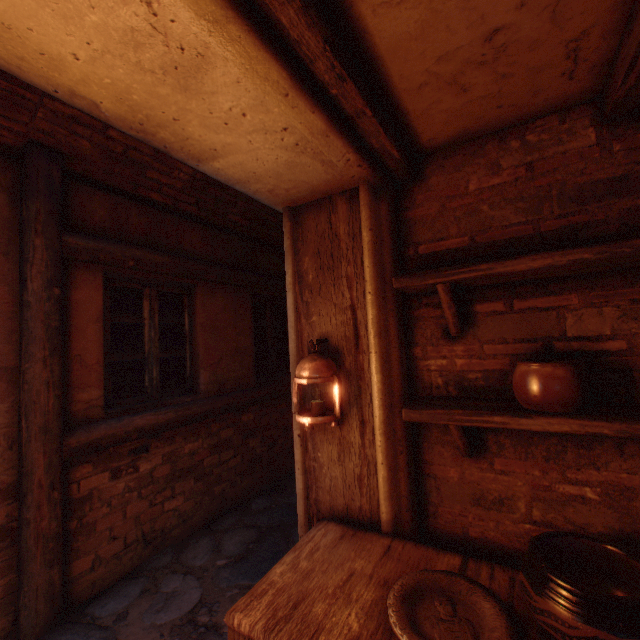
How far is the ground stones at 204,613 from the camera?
2.4 meters

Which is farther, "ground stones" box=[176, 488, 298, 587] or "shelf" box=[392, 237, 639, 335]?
"ground stones" box=[176, 488, 298, 587]

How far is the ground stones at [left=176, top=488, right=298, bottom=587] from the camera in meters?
2.8 m

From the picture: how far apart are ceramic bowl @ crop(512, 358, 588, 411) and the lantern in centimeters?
89cm

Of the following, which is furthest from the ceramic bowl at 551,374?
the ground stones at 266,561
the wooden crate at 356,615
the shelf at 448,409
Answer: the ground stones at 266,561

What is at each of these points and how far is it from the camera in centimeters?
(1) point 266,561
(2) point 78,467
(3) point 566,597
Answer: Result:
(1) ground stones, 297cm
(2) building, 268cm
(3) ceramic bowl, 102cm

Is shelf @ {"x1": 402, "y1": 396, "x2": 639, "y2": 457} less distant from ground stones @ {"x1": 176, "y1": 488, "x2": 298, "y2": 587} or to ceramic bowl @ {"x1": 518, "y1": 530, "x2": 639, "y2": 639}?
ceramic bowl @ {"x1": 518, "y1": 530, "x2": 639, "y2": 639}

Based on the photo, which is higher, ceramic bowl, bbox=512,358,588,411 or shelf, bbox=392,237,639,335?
shelf, bbox=392,237,639,335
